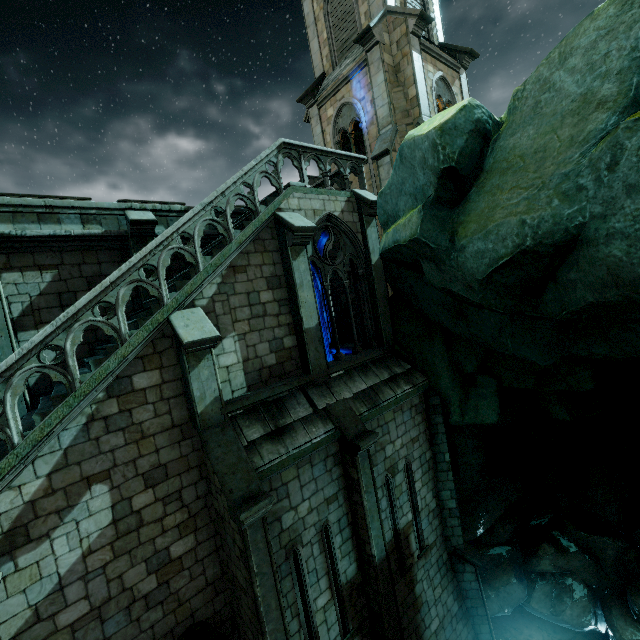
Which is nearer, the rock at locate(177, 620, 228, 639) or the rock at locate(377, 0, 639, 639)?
Result: the rock at locate(377, 0, 639, 639)

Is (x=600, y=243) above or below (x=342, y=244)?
below

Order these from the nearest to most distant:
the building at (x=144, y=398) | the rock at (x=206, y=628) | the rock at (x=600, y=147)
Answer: the rock at (x=600, y=147) < the building at (x=144, y=398) < the rock at (x=206, y=628)

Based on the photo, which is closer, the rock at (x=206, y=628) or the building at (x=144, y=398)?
the building at (x=144, y=398)

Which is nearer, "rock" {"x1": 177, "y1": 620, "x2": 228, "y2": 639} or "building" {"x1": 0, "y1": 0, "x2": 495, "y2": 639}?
"building" {"x1": 0, "y1": 0, "x2": 495, "y2": 639}

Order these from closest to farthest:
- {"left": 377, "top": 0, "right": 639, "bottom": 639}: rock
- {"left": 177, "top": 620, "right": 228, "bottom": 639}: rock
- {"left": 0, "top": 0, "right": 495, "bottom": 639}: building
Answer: {"left": 377, "top": 0, "right": 639, "bottom": 639}: rock, {"left": 0, "top": 0, "right": 495, "bottom": 639}: building, {"left": 177, "top": 620, "right": 228, "bottom": 639}: rock
